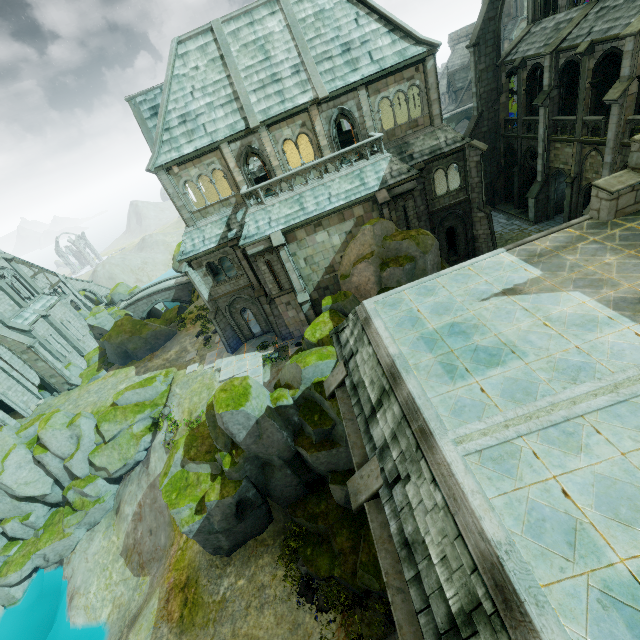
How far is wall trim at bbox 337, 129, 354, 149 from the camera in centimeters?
2534cm

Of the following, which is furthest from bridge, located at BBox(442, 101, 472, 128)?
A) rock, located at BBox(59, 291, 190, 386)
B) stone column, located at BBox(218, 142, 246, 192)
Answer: stone column, located at BBox(218, 142, 246, 192)

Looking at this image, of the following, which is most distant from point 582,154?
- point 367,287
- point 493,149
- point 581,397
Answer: point 581,397

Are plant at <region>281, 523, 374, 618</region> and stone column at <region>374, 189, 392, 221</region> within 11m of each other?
no

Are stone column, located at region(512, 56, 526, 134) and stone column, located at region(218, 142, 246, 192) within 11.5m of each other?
no

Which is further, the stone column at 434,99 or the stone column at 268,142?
the stone column at 268,142

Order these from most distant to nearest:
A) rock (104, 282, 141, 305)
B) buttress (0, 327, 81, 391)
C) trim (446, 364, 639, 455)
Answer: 1. rock (104, 282, 141, 305)
2. buttress (0, 327, 81, 391)
3. trim (446, 364, 639, 455)

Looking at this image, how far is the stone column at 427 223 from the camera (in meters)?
20.41
